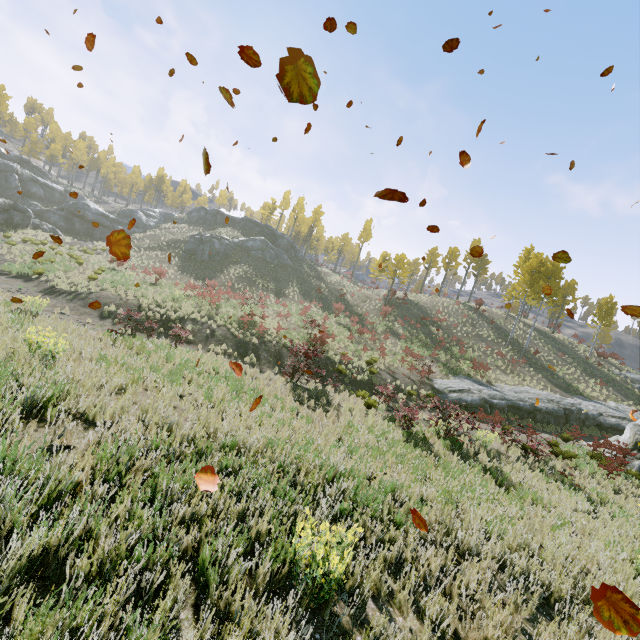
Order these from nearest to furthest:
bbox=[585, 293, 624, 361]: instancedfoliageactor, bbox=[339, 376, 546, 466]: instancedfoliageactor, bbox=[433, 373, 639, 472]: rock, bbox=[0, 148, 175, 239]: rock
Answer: bbox=[339, 376, 546, 466]: instancedfoliageactor, bbox=[433, 373, 639, 472]: rock, bbox=[0, 148, 175, 239]: rock, bbox=[585, 293, 624, 361]: instancedfoliageactor

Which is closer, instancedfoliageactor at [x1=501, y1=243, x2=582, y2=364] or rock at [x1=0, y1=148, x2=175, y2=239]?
instancedfoliageactor at [x1=501, y1=243, x2=582, y2=364]

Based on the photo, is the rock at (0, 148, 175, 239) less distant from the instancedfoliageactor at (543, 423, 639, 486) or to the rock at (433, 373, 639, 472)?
the rock at (433, 373, 639, 472)

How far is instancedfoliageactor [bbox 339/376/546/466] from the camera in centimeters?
1102cm

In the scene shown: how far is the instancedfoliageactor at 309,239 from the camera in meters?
57.3

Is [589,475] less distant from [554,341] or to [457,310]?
[457,310]
